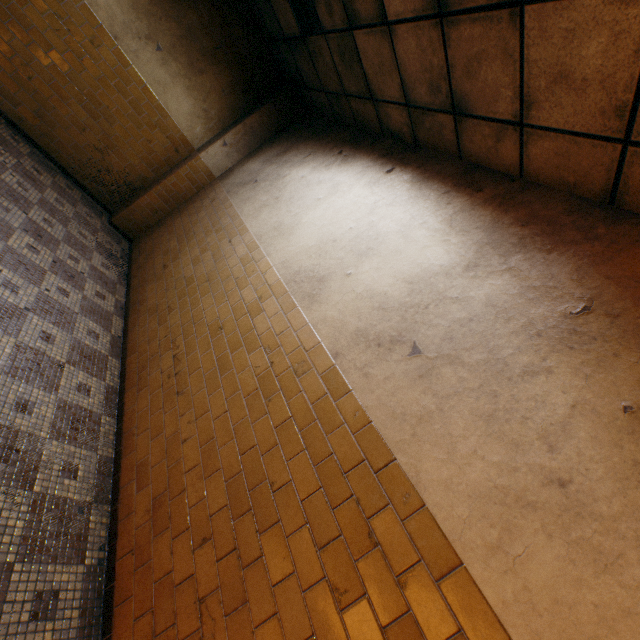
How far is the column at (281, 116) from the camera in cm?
557

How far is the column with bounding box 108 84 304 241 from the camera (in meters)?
5.57

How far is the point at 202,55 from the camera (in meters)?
5.16
